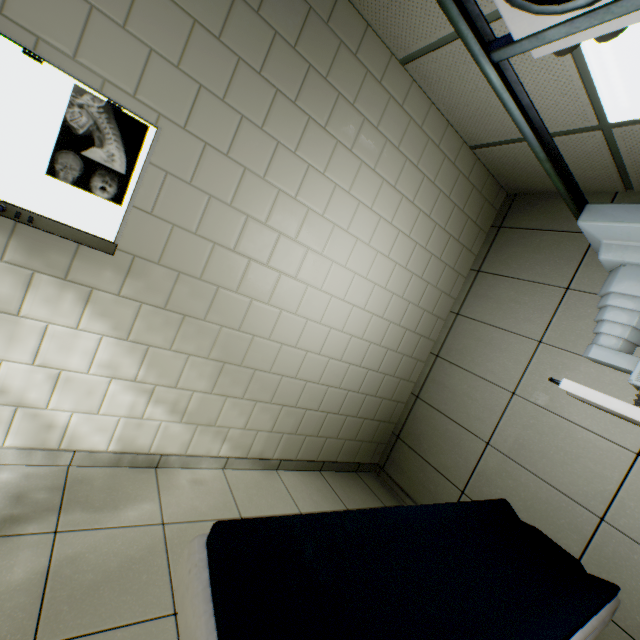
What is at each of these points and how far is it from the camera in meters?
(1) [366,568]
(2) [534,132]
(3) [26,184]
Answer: (1) tomograph, 1.1 m
(2) bed, 1.5 m
(3) negatoscope, 1.4 m

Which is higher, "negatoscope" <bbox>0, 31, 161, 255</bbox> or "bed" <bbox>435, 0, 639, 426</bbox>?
"bed" <bbox>435, 0, 639, 426</bbox>

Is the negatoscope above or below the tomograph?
above

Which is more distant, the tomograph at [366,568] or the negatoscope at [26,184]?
the negatoscope at [26,184]

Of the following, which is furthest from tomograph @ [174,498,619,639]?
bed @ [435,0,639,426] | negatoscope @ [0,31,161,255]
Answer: negatoscope @ [0,31,161,255]

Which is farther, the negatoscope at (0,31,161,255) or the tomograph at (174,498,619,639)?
the negatoscope at (0,31,161,255)

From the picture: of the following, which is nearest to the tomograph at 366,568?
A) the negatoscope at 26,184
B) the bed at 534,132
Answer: the bed at 534,132

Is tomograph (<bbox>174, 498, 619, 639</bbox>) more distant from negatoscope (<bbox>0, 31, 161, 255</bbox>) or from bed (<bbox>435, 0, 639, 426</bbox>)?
negatoscope (<bbox>0, 31, 161, 255</bbox>)
